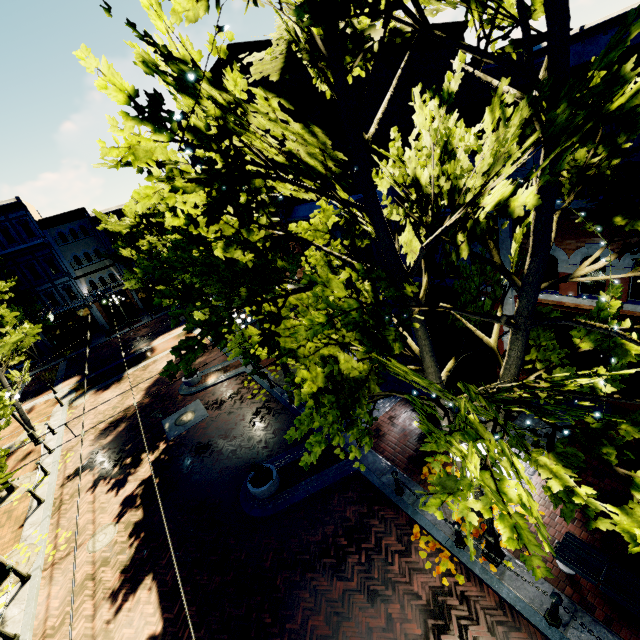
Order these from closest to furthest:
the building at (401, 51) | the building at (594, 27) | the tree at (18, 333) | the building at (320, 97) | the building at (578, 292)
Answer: the building at (578, 292) < the building at (320, 97) < the building at (401, 51) < the tree at (18, 333) < the building at (594, 27)

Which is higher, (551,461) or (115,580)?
(551,461)

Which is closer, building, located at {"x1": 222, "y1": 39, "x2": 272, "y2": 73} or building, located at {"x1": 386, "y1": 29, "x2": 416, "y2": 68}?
building, located at {"x1": 222, "y1": 39, "x2": 272, "y2": 73}

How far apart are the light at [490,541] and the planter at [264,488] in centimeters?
615cm

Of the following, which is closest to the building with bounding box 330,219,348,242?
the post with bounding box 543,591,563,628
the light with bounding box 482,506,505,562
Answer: the light with bounding box 482,506,505,562

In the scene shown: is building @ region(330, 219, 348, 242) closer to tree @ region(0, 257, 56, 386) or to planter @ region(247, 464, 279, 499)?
tree @ region(0, 257, 56, 386)

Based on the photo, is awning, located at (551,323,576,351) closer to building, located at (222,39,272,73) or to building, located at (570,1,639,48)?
building, located at (222,39,272,73)

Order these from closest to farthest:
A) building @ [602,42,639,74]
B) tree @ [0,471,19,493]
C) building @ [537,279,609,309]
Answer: building @ [602,42,639,74] → building @ [537,279,609,309] → tree @ [0,471,19,493]
